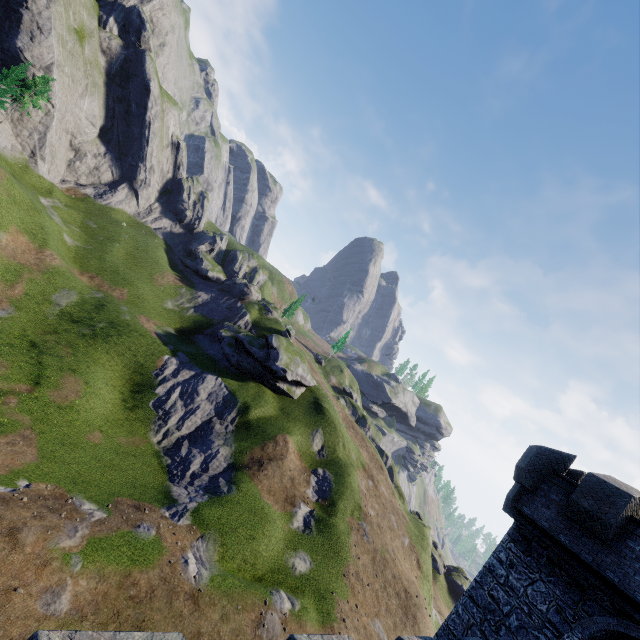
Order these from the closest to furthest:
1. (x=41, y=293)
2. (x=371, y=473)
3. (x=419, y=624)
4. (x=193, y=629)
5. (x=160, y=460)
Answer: (x=193, y=629) < (x=419, y=624) < (x=160, y=460) < (x=41, y=293) < (x=371, y=473)
